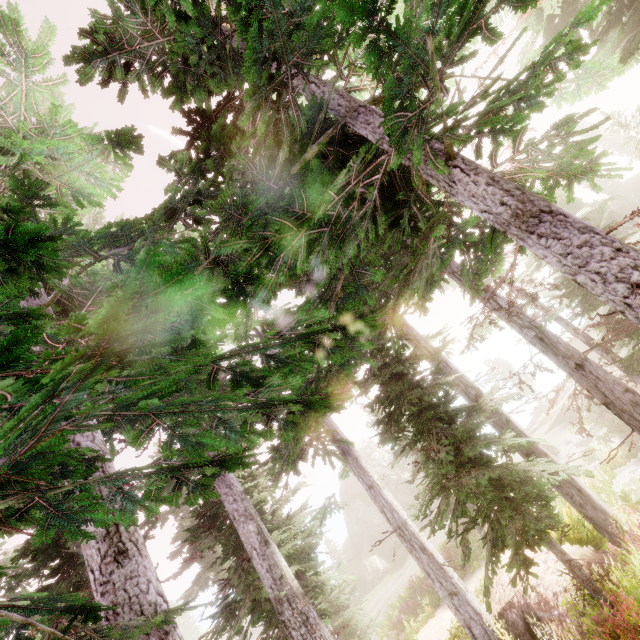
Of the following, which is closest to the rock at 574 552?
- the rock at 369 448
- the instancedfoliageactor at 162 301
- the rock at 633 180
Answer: the instancedfoliageactor at 162 301

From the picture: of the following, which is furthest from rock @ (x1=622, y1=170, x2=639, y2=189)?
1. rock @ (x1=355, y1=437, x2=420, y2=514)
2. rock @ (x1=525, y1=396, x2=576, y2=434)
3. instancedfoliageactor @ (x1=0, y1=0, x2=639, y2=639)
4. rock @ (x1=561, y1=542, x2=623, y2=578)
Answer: rock @ (x1=355, y1=437, x2=420, y2=514)

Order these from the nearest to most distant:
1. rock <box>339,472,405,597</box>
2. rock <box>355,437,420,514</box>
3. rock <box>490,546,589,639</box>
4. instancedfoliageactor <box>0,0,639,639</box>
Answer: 1. instancedfoliageactor <box>0,0,639,639</box>
2. rock <box>490,546,589,639</box>
3. rock <box>339,472,405,597</box>
4. rock <box>355,437,420,514</box>

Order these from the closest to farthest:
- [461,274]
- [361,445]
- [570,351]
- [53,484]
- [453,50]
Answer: [453,50], [53,484], [461,274], [570,351], [361,445]

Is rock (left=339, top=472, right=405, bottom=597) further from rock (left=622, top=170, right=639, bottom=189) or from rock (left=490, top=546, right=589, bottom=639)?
rock (left=490, top=546, right=589, bottom=639)

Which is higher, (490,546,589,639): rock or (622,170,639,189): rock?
(622,170,639,189): rock

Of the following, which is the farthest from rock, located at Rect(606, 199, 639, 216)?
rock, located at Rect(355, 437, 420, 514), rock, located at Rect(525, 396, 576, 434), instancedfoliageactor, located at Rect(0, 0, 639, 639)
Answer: rock, located at Rect(355, 437, 420, 514)

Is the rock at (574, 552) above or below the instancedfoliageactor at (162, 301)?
below
